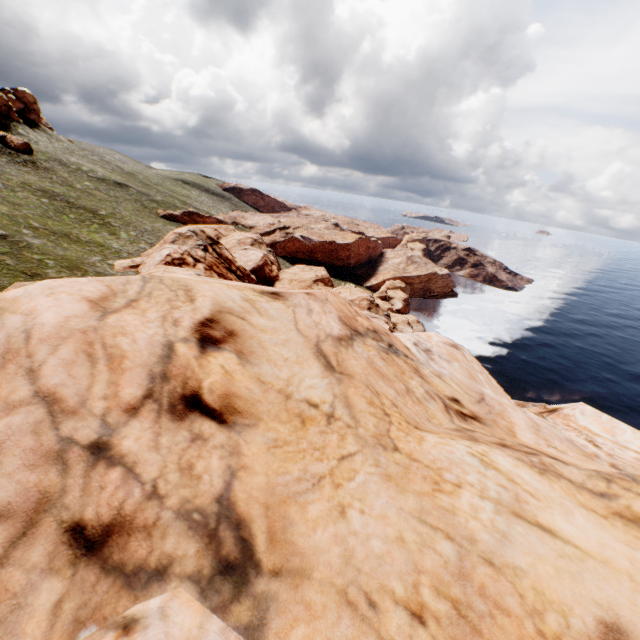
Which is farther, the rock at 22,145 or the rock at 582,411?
the rock at 22,145

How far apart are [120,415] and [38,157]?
80.00m

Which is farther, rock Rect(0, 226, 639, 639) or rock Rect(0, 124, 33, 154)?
rock Rect(0, 124, 33, 154)
